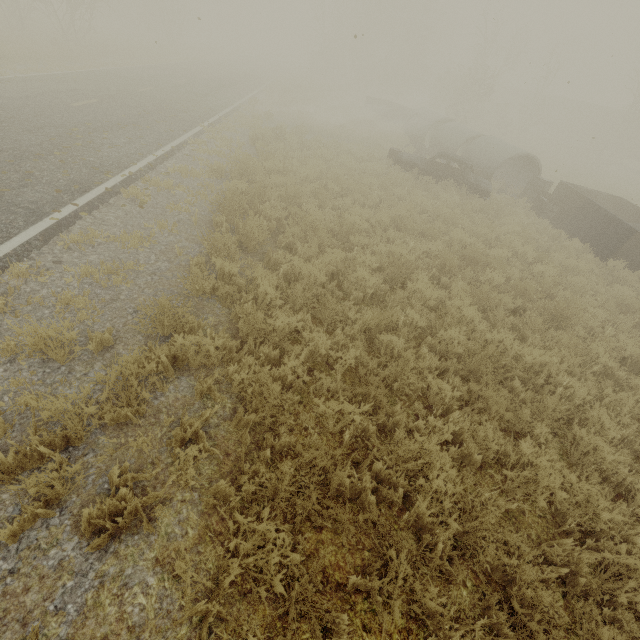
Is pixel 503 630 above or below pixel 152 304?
below

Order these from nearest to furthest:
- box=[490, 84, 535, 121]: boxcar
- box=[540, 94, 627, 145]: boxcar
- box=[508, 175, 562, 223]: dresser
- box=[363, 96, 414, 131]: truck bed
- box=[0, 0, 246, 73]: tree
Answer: box=[508, 175, 562, 223]: dresser, box=[0, 0, 246, 73]: tree, box=[363, 96, 414, 131]: truck bed, box=[540, 94, 627, 145]: boxcar, box=[490, 84, 535, 121]: boxcar

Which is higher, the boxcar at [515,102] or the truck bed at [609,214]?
the boxcar at [515,102]

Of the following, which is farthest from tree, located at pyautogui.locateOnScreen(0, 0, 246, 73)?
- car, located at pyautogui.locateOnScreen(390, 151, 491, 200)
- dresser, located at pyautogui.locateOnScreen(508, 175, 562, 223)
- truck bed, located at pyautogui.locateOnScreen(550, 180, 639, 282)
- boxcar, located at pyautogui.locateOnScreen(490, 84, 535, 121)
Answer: boxcar, located at pyautogui.locateOnScreen(490, 84, 535, 121)

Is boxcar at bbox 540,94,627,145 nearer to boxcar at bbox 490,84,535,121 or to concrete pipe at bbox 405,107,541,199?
boxcar at bbox 490,84,535,121

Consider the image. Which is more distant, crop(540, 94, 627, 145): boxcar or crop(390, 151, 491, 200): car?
crop(540, 94, 627, 145): boxcar

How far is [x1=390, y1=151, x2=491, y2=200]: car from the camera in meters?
12.8

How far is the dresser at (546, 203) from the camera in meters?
13.4 m
